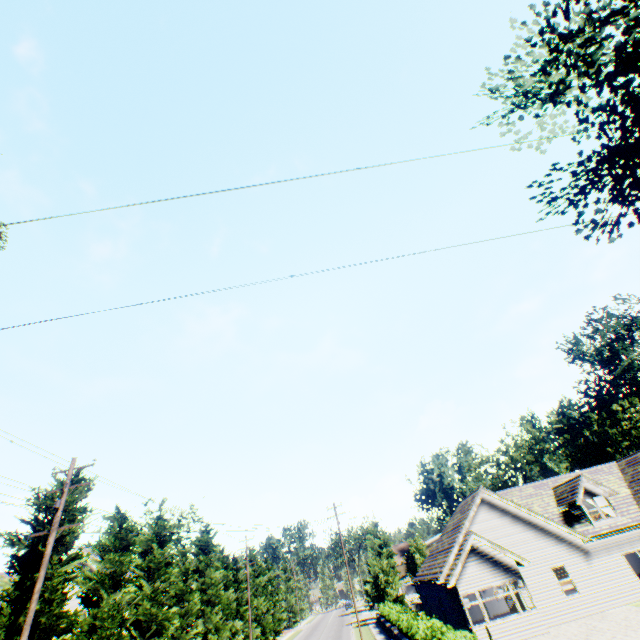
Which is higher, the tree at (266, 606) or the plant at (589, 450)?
the plant at (589, 450)

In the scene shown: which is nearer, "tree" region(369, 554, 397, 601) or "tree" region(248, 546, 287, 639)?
"tree" region(369, 554, 397, 601)

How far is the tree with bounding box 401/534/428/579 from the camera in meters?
43.6

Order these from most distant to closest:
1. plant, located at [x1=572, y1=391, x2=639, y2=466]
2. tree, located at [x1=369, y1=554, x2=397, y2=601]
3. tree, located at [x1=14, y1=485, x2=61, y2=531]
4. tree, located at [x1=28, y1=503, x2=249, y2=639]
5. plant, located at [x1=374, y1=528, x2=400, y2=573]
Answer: plant, located at [x1=572, y1=391, x2=639, y2=466], plant, located at [x1=374, y1=528, x2=400, y2=573], tree, located at [x1=369, y1=554, x2=397, y2=601], tree, located at [x1=14, y1=485, x2=61, y2=531], tree, located at [x1=28, y1=503, x2=249, y2=639]

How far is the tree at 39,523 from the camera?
15.92m

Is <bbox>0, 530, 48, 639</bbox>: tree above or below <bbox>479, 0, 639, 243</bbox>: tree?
below

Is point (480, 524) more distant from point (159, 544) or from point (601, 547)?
point (159, 544)

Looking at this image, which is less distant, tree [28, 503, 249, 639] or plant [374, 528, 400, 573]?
tree [28, 503, 249, 639]
